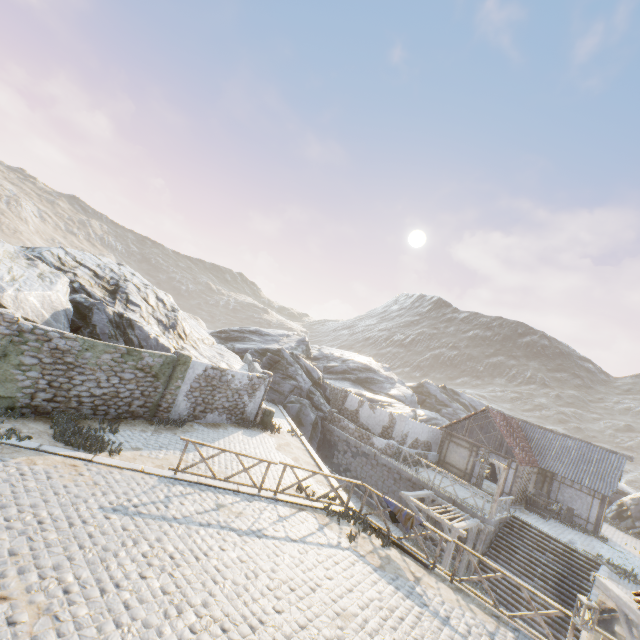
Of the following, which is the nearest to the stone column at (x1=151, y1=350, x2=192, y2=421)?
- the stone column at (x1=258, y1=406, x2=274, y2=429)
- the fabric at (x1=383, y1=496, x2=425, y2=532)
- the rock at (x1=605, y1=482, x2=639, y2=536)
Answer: the stone column at (x1=258, y1=406, x2=274, y2=429)

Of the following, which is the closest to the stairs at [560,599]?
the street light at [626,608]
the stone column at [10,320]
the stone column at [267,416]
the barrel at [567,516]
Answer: the barrel at [567,516]

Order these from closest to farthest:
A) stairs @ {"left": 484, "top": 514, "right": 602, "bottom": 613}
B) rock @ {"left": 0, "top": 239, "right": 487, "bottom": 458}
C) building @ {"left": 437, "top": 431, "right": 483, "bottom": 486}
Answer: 1. rock @ {"left": 0, "top": 239, "right": 487, "bottom": 458}
2. stairs @ {"left": 484, "top": 514, "right": 602, "bottom": 613}
3. building @ {"left": 437, "top": 431, "right": 483, "bottom": 486}

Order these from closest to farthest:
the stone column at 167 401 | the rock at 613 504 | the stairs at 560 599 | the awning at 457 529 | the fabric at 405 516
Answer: the fabric at 405 516
the stone column at 167 401
the awning at 457 529
the stairs at 560 599
the rock at 613 504

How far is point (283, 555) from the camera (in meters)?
8.52

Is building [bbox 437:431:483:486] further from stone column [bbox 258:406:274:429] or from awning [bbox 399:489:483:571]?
stone column [bbox 258:406:274:429]

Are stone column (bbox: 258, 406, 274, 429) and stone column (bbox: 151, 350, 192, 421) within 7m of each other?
yes

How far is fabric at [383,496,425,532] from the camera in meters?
11.1
